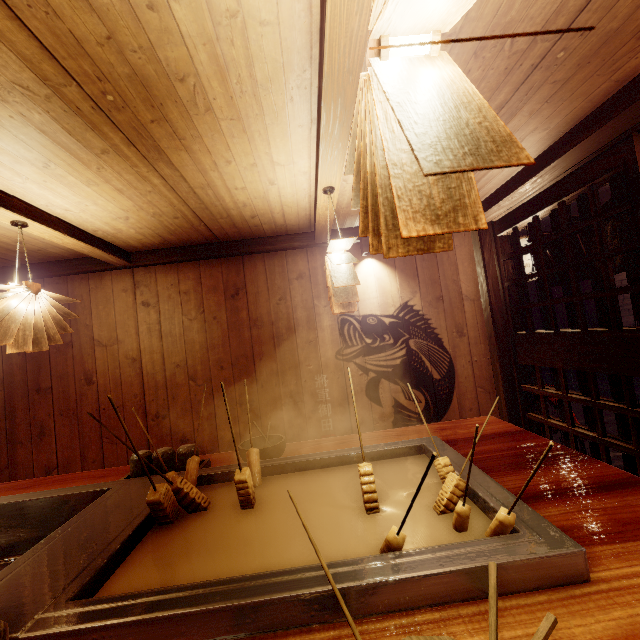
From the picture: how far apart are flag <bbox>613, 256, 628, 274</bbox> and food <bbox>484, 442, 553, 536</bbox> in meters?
3.5 m

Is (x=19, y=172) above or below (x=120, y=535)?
above

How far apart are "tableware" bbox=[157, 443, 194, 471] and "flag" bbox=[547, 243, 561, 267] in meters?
5.7

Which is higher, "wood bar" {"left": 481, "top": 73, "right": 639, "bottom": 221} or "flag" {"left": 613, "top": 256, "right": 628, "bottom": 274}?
"wood bar" {"left": 481, "top": 73, "right": 639, "bottom": 221}

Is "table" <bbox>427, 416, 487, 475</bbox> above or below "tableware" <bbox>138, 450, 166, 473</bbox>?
below

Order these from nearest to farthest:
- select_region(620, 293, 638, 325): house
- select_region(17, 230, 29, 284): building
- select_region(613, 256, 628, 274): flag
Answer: select_region(613, 256, 628, 274): flag, select_region(17, 230, 29, 284): building, select_region(620, 293, 638, 325): house

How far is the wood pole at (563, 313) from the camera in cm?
1473

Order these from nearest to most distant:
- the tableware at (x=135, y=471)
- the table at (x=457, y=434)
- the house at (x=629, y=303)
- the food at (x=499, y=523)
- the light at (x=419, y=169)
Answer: the light at (x=419, y=169) → the food at (x=499, y=523) → the table at (x=457, y=434) → the tableware at (x=135, y=471) → the house at (x=629, y=303)
